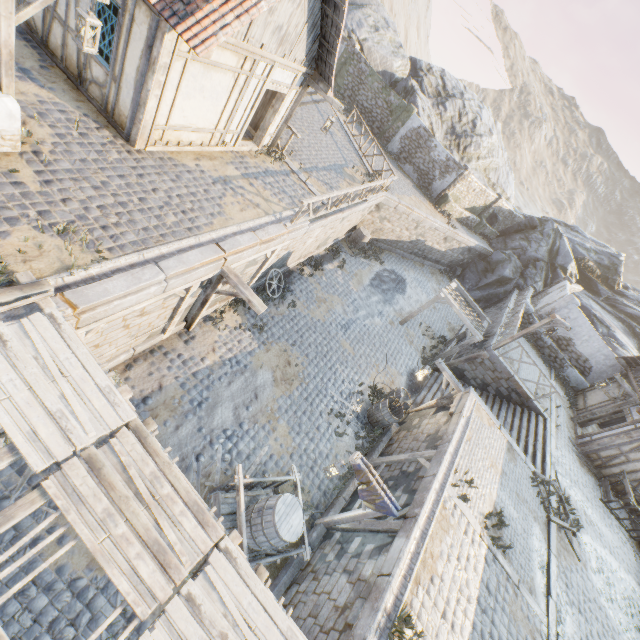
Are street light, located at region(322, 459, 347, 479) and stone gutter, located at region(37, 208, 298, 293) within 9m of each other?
yes

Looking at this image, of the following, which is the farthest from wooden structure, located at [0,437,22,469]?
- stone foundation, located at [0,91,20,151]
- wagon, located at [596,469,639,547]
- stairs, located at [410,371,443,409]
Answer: wagon, located at [596,469,639,547]

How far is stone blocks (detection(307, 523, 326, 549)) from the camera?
8.4m

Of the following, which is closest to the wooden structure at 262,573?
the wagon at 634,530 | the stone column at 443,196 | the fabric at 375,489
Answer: the fabric at 375,489

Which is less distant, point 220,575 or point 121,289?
point 220,575

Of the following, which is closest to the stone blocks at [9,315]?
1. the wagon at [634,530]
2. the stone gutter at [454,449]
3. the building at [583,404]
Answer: the stone gutter at [454,449]

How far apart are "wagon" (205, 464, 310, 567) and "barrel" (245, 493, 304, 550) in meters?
0.0

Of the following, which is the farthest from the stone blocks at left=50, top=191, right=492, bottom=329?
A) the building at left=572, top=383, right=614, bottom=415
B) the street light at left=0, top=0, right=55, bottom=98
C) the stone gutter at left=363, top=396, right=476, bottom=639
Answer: the street light at left=0, top=0, right=55, bottom=98
